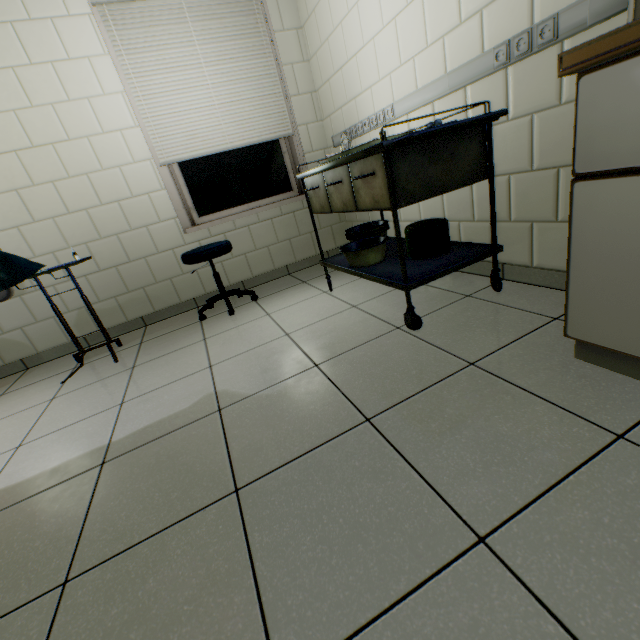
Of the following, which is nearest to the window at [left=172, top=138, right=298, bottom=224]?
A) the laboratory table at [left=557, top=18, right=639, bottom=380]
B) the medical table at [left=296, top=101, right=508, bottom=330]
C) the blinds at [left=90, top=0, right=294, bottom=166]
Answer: the blinds at [left=90, top=0, right=294, bottom=166]

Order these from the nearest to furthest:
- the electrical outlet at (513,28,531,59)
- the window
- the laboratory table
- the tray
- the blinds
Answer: the laboratory table, the electrical outlet at (513,28,531,59), the tray, the blinds, the window

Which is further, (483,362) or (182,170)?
(182,170)

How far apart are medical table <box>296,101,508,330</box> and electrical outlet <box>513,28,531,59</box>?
0.2m

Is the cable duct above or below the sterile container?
above

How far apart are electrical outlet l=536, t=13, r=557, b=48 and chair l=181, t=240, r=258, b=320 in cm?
223

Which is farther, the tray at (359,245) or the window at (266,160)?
the window at (266,160)

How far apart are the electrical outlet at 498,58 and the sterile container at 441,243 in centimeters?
72cm
